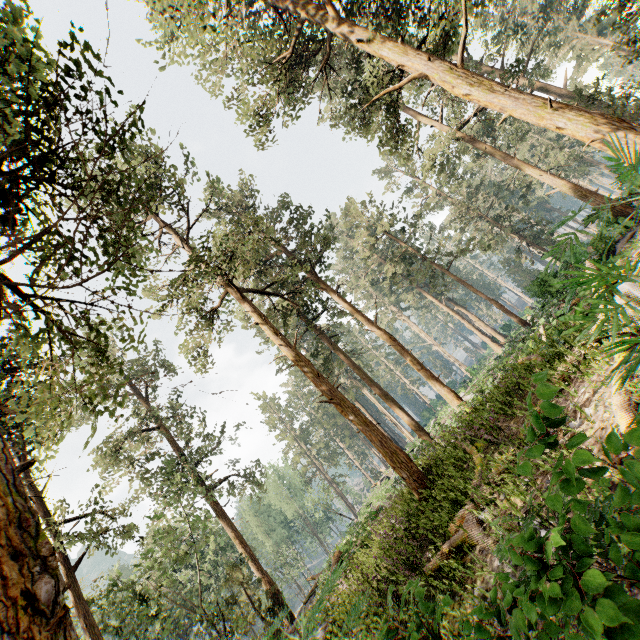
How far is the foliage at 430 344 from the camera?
37.4m

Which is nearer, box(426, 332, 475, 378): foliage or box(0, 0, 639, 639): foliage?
box(0, 0, 639, 639): foliage

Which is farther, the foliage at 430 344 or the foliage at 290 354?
the foliage at 430 344

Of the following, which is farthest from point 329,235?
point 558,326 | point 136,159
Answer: point 558,326

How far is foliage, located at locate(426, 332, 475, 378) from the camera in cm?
3736
